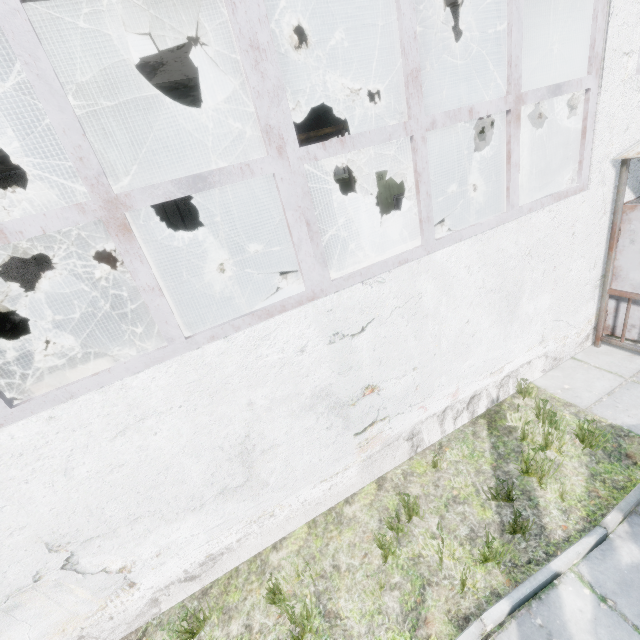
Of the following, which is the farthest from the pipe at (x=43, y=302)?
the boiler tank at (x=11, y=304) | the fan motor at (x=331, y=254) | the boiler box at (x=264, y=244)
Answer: the fan motor at (x=331, y=254)

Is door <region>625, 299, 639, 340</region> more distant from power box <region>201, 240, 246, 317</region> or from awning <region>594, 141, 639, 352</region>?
power box <region>201, 240, 246, 317</region>

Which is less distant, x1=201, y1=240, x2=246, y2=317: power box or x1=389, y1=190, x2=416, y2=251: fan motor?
x1=201, y1=240, x2=246, y2=317: power box

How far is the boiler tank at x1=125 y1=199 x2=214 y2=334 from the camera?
8.09m

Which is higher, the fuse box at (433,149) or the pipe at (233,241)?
the fuse box at (433,149)

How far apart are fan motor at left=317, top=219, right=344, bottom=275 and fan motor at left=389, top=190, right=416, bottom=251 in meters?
2.4

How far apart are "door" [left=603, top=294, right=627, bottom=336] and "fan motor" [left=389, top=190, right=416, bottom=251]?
6.8 meters

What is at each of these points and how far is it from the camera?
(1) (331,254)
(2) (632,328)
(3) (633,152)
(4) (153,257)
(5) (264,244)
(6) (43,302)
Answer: (1) fan motor, 10.3 meters
(2) door, 5.2 meters
(3) awning, 4.1 meters
(4) boiler tank, 8.2 meters
(5) boiler box, 14.0 meters
(6) pipe, 15.7 meters
